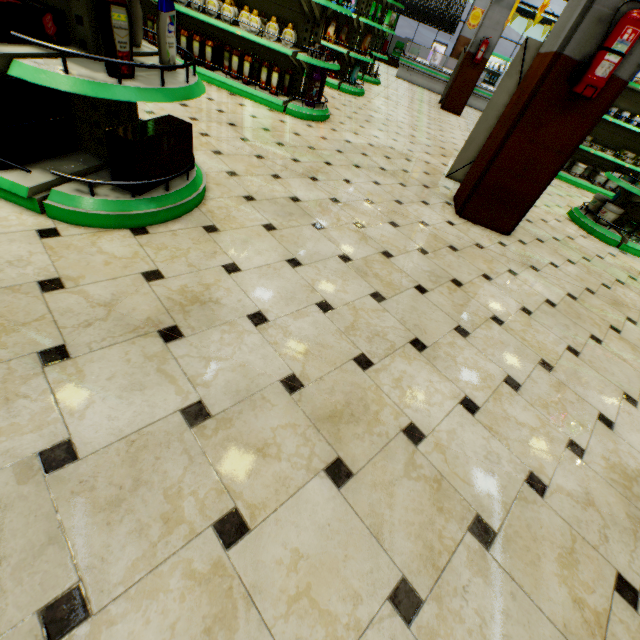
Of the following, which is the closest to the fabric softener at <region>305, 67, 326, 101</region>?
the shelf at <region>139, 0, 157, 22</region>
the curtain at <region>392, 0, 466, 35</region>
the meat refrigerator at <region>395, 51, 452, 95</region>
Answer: the shelf at <region>139, 0, 157, 22</region>

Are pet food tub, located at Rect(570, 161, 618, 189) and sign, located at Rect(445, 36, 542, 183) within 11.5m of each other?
yes

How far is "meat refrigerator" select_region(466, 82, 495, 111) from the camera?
13.73m

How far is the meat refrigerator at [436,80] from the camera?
13.8m

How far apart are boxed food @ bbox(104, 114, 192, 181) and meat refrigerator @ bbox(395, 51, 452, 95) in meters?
15.9

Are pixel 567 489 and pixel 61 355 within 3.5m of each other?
yes

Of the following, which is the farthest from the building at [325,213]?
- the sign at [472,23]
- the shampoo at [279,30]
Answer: the shampoo at [279,30]

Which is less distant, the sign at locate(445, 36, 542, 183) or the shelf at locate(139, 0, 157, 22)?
the sign at locate(445, 36, 542, 183)
